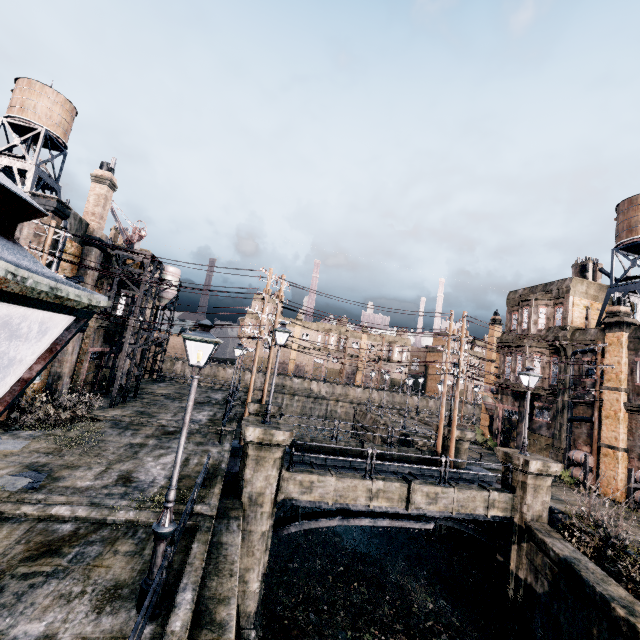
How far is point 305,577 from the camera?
15.9m

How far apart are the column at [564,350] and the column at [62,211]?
36.11m

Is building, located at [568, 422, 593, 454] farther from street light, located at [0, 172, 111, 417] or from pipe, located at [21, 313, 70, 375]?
pipe, located at [21, 313, 70, 375]

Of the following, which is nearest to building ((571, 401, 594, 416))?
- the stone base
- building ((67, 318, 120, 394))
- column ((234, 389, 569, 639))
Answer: the stone base

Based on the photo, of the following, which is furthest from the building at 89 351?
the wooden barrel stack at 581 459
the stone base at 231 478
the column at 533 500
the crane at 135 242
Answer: the wooden barrel stack at 581 459

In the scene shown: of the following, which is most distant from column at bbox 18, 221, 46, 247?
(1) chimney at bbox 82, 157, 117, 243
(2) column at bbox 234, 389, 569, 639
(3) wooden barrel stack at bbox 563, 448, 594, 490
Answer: (3) wooden barrel stack at bbox 563, 448, 594, 490

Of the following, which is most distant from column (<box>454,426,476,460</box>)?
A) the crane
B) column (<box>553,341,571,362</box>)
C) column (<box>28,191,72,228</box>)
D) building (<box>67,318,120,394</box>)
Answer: the crane

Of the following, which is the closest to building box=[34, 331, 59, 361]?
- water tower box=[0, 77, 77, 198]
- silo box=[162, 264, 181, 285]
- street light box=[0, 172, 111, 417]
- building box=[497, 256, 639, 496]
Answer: water tower box=[0, 77, 77, 198]
